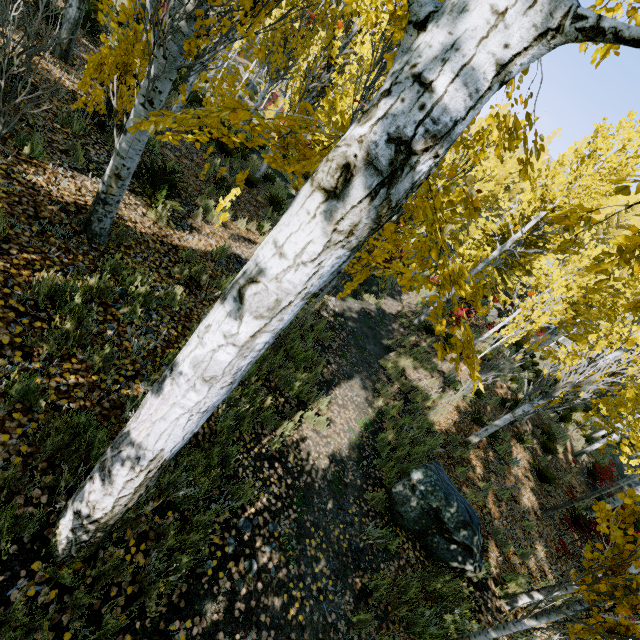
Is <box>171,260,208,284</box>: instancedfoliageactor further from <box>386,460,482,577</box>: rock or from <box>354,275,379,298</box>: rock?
<box>386,460,482,577</box>: rock

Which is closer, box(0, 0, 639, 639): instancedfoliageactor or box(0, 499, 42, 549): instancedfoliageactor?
box(0, 0, 639, 639): instancedfoliageactor

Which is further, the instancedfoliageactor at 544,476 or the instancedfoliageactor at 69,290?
the instancedfoliageactor at 544,476

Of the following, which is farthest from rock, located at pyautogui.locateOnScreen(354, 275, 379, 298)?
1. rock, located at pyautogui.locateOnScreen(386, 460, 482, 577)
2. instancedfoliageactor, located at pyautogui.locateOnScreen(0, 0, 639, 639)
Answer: rock, located at pyautogui.locateOnScreen(386, 460, 482, 577)

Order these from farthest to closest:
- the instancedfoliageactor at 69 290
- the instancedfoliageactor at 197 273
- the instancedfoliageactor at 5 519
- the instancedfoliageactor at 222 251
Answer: the instancedfoliageactor at 222 251 → the instancedfoliageactor at 197 273 → the instancedfoliageactor at 69 290 → the instancedfoliageactor at 5 519

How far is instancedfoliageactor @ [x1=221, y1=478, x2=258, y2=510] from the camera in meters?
3.5 m

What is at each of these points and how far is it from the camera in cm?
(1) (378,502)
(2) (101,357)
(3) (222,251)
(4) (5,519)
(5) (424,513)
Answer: (1) instancedfoliageactor, 537
(2) instancedfoliageactor, 323
(3) instancedfoliageactor, 665
(4) instancedfoliageactor, 200
(5) rock, 536
